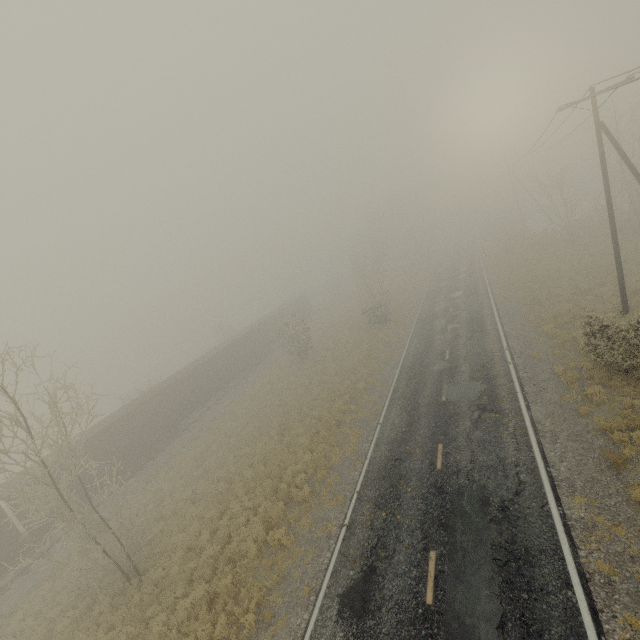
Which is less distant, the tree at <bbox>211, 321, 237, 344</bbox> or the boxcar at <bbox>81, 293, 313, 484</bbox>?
the boxcar at <bbox>81, 293, 313, 484</bbox>

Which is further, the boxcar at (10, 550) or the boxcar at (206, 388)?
the boxcar at (206, 388)

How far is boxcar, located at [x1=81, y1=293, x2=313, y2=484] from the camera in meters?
24.0

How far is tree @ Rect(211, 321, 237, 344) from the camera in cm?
5488

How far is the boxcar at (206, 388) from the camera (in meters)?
23.98

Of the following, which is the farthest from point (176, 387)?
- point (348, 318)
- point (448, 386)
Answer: point (348, 318)

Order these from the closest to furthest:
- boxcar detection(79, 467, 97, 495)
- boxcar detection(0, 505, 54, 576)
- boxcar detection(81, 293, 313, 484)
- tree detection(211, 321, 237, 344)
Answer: boxcar detection(0, 505, 54, 576) < boxcar detection(79, 467, 97, 495) < boxcar detection(81, 293, 313, 484) < tree detection(211, 321, 237, 344)
